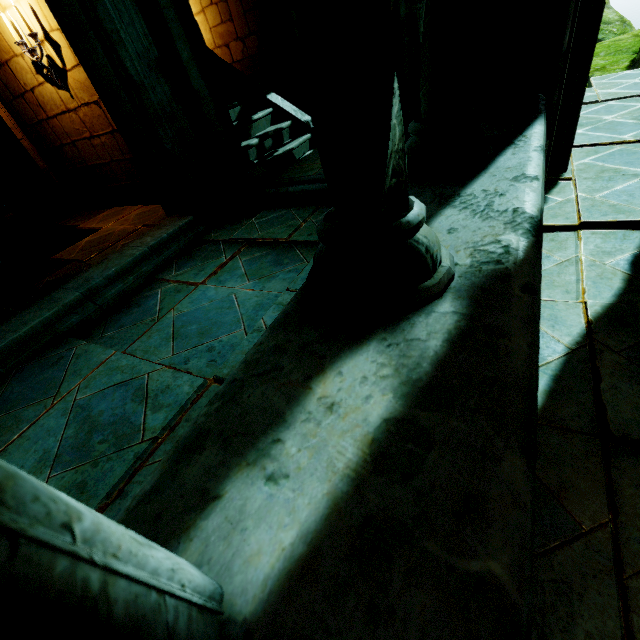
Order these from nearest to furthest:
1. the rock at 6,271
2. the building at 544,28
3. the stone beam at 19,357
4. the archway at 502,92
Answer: the archway at 502,92, the building at 544,28, the stone beam at 19,357, the rock at 6,271

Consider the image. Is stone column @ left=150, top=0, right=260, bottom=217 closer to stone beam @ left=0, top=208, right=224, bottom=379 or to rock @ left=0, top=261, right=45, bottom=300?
stone beam @ left=0, top=208, right=224, bottom=379

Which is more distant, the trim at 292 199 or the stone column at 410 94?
the trim at 292 199

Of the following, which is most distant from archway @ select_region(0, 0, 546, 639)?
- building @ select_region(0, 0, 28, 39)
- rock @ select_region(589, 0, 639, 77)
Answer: rock @ select_region(589, 0, 639, 77)

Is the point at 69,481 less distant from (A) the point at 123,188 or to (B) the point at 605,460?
(B) the point at 605,460

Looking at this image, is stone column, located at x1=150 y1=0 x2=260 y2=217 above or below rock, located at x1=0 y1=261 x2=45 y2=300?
above

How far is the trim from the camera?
3.80m

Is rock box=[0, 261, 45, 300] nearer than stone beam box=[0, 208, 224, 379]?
No
